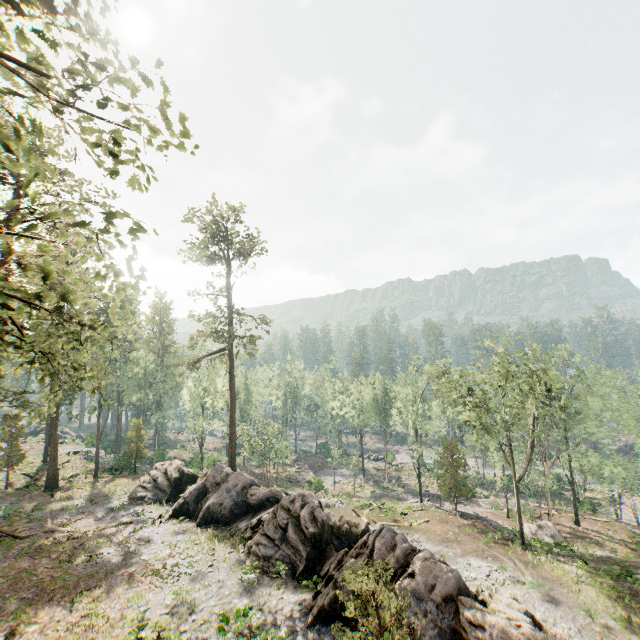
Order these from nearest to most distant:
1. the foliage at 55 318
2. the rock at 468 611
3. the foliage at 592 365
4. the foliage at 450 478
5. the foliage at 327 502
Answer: the foliage at 55 318
the rock at 468 611
the foliage at 327 502
the foliage at 592 365
the foliage at 450 478

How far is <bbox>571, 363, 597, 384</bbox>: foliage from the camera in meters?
37.5 m

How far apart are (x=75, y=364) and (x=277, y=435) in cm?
2737

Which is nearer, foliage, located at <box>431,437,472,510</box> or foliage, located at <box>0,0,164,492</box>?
foliage, located at <box>0,0,164,492</box>

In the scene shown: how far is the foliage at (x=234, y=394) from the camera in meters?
35.5 m

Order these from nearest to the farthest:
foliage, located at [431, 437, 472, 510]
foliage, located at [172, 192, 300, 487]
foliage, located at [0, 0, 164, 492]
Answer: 1. foliage, located at [0, 0, 164, 492]
2. foliage, located at [172, 192, 300, 487]
3. foliage, located at [431, 437, 472, 510]
